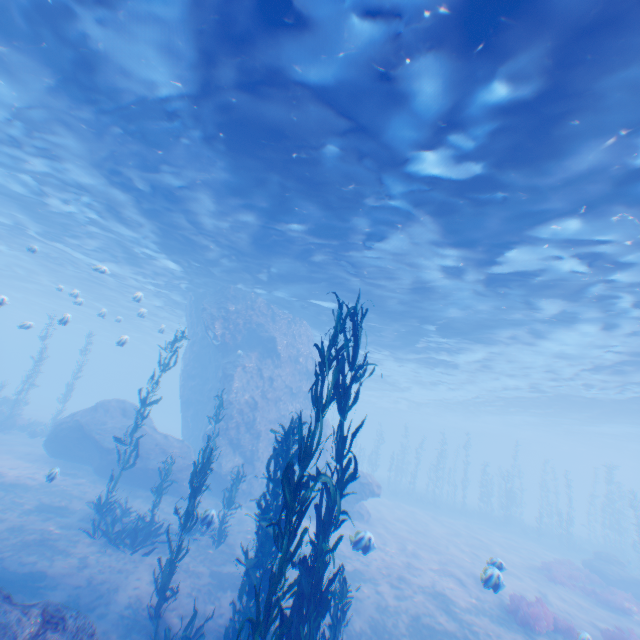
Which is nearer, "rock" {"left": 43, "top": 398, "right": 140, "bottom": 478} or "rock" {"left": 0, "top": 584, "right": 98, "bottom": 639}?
"rock" {"left": 0, "top": 584, "right": 98, "bottom": 639}

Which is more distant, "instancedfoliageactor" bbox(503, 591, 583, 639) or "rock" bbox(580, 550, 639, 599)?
"rock" bbox(580, 550, 639, 599)

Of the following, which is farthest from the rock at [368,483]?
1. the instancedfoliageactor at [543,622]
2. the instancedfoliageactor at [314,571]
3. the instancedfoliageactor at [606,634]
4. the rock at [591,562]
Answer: the rock at [591,562]

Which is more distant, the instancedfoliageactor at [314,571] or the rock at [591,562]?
the rock at [591,562]

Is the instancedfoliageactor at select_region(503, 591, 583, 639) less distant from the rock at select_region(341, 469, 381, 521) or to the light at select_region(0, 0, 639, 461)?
the rock at select_region(341, 469, 381, 521)

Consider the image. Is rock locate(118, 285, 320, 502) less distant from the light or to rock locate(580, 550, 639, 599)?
the light

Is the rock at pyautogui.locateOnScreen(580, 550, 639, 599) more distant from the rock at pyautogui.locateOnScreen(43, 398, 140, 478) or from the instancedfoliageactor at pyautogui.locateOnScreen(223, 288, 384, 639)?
the instancedfoliageactor at pyautogui.locateOnScreen(223, 288, 384, 639)

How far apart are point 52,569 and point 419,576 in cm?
1337
